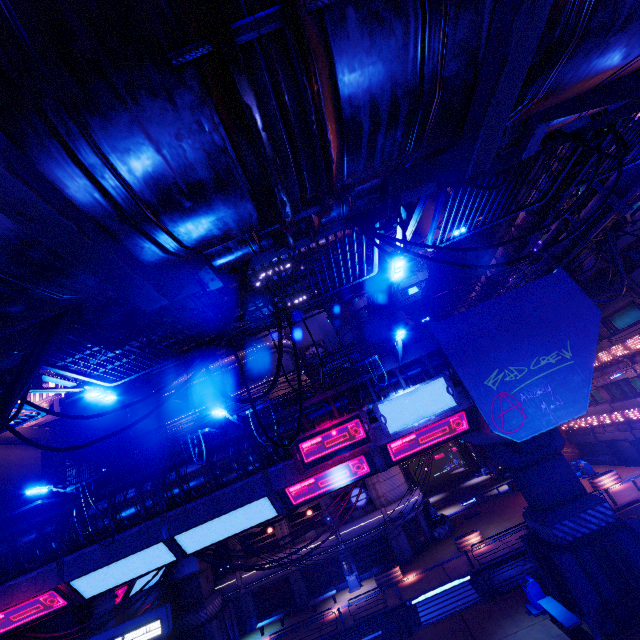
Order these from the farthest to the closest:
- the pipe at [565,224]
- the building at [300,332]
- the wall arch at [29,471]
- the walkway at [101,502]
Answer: the building at [300,332]
the wall arch at [29,471]
the walkway at [101,502]
the pipe at [565,224]

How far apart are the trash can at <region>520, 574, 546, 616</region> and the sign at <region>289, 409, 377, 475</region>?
10.7m

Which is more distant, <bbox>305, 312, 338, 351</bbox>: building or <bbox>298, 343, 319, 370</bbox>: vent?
<bbox>305, 312, 338, 351</bbox>: building

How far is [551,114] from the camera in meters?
2.8 m

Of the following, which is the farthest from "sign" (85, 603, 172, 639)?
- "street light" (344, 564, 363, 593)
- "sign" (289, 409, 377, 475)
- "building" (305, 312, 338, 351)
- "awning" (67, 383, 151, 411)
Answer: "building" (305, 312, 338, 351)

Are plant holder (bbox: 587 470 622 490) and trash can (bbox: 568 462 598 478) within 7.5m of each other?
yes

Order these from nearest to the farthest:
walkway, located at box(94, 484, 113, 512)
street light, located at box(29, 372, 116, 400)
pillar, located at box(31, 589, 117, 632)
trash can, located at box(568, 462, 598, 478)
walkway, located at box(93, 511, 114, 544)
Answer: street light, located at box(29, 372, 116, 400)
walkway, located at box(93, 511, 114, 544)
walkway, located at box(94, 484, 113, 512)
pillar, located at box(31, 589, 117, 632)
trash can, located at box(568, 462, 598, 478)

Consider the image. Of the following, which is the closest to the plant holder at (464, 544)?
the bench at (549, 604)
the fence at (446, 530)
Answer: the fence at (446, 530)
